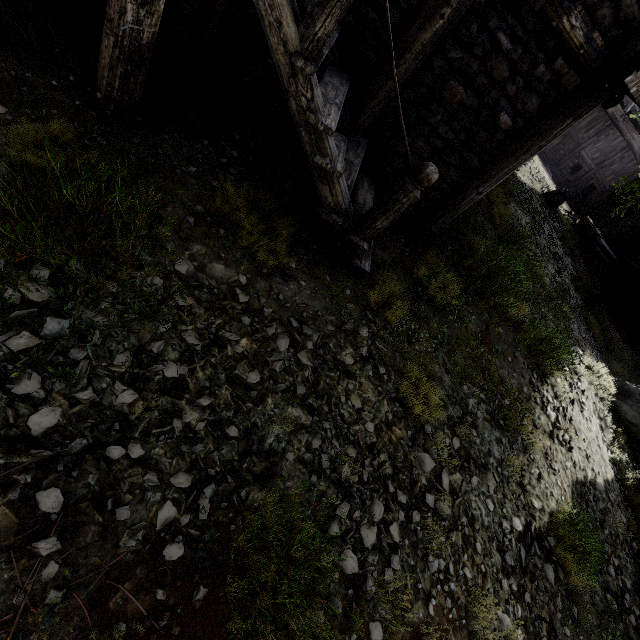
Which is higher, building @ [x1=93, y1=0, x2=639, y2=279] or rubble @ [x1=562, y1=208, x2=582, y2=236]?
rubble @ [x1=562, y1=208, x2=582, y2=236]

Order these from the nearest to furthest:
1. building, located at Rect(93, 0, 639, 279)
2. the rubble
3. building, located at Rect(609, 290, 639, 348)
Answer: building, located at Rect(93, 0, 639, 279) → building, located at Rect(609, 290, 639, 348) → the rubble

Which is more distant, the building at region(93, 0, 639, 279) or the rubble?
the rubble

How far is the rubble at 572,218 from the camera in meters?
→ 19.2 m

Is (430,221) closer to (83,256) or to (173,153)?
(173,153)

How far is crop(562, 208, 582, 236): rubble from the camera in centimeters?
1923cm

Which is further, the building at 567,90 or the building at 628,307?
the building at 628,307

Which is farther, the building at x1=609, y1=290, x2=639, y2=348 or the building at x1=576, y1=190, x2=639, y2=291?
the building at x1=576, y1=190, x2=639, y2=291
